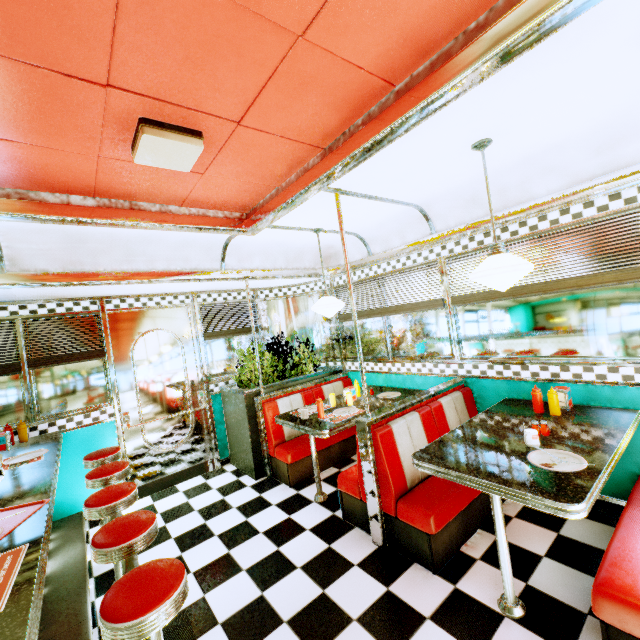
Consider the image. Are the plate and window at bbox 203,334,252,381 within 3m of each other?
no

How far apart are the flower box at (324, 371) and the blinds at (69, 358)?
1.61m

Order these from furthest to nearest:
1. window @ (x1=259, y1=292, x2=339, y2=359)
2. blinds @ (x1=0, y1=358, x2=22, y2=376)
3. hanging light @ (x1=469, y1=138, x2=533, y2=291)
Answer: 1. window @ (x1=259, y1=292, x2=339, y2=359)
2. blinds @ (x1=0, y1=358, x2=22, y2=376)
3. hanging light @ (x1=469, y1=138, x2=533, y2=291)

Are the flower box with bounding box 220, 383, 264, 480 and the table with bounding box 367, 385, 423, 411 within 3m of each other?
yes

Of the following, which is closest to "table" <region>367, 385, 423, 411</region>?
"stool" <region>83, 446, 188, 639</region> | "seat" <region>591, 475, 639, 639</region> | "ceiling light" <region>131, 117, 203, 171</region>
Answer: "stool" <region>83, 446, 188, 639</region>

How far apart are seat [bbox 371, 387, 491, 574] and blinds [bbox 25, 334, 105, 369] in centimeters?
354cm

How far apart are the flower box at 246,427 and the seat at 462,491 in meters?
2.1 m

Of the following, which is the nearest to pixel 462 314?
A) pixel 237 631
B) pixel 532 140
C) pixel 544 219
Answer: pixel 544 219
